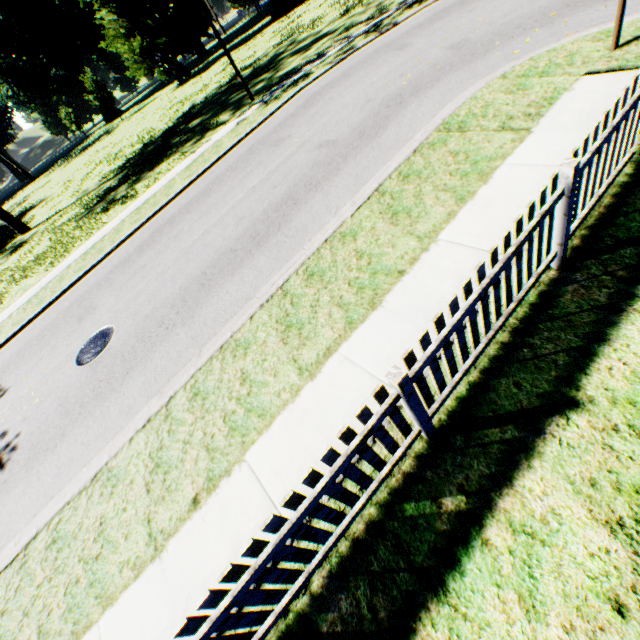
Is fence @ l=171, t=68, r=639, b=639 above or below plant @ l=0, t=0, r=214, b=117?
below

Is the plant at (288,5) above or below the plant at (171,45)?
below

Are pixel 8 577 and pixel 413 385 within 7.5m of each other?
yes

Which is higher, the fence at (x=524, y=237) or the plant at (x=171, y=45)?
the plant at (x=171, y=45)

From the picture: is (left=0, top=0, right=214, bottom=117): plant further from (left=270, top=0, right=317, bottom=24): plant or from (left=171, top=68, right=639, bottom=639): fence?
(left=171, top=68, right=639, bottom=639): fence

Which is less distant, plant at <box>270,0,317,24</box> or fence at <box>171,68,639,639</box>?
fence at <box>171,68,639,639</box>

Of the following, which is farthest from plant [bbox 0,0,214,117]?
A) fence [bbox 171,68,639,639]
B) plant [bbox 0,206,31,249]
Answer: fence [bbox 171,68,639,639]

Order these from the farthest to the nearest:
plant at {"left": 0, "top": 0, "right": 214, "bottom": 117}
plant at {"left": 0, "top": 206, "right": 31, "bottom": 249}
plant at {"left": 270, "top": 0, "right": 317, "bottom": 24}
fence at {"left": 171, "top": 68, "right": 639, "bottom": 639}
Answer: plant at {"left": 0, "top": 0, "right": 214, "bottom": 117}, plant at {"left": 270, "top": 0, "right": 317, "bottom": 24}, plant at {"left": 0, "top": 206, "right": 31, "bottom": 249}, fence at {"left": 171, "top": 68, "right": 639, "bottom": 639}
